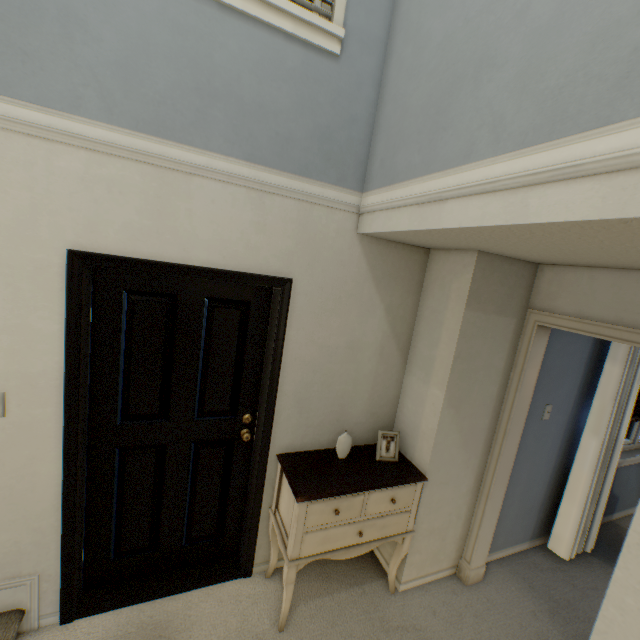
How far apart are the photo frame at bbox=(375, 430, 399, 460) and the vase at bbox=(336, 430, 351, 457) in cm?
24

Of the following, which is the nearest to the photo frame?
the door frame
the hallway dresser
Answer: the hallway dresser

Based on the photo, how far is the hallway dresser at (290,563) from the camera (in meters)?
1.89

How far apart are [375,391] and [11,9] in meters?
2.7

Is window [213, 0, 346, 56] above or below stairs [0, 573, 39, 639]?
above

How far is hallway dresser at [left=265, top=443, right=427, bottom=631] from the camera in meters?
1.9 m

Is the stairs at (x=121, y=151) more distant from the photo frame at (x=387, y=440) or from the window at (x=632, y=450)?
the window at (x=632, y=450)

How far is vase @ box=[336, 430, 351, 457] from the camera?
2.2 meters
